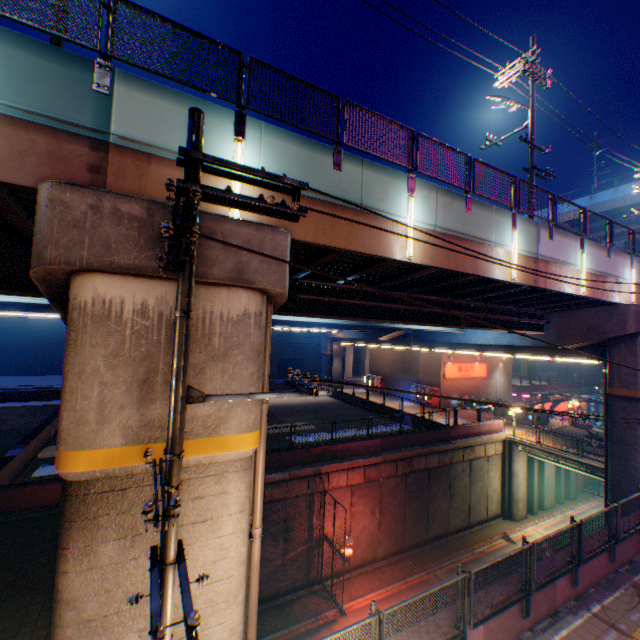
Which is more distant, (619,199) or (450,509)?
(619,199)

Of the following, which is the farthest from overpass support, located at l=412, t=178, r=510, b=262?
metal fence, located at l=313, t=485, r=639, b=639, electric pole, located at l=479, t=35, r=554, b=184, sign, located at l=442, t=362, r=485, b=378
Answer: electric pole, located at l=479, t=35, r=554, b=184

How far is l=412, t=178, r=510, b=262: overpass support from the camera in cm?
962

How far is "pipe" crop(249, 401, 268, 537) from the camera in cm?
679

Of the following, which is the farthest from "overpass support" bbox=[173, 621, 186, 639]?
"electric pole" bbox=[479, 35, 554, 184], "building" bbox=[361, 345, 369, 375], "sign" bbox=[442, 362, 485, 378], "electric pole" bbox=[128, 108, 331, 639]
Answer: "building" bbox=[361, 345, 369, 375]

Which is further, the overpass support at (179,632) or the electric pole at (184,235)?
the overpass support at (179,632)

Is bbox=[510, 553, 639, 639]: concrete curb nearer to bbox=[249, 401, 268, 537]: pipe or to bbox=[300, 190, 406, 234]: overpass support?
bbox=[300, 190, 406, 234]: overpass support

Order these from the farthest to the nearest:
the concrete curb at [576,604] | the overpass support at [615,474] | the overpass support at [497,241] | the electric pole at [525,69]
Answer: the overpass support at [615,474] → the electric pole at [525,69] → the overpass support at [497,241] → the concrete curb at [576,604]
